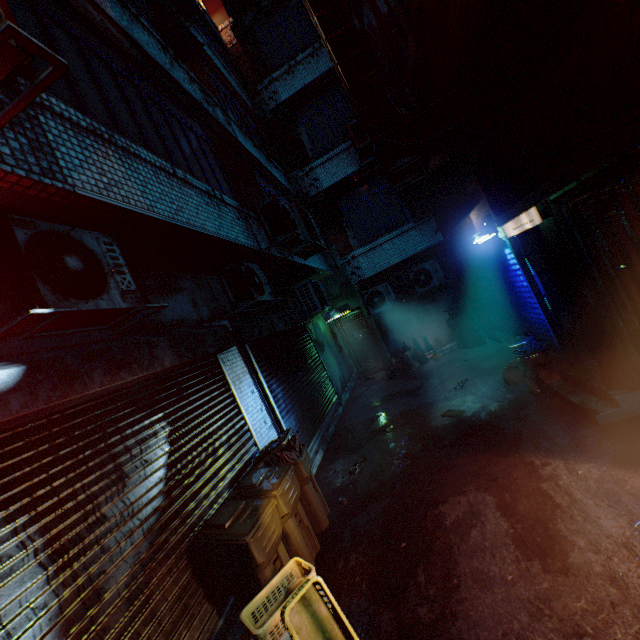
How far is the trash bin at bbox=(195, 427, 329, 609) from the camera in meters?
2.7

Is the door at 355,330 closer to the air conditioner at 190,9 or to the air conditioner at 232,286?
Result: the air conditioner at 232,286

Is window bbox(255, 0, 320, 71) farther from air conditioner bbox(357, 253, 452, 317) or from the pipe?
air conditioner bbox(357, 253, 452, 317)

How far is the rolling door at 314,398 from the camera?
5.2 meters

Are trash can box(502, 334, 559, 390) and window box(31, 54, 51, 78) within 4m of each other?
no

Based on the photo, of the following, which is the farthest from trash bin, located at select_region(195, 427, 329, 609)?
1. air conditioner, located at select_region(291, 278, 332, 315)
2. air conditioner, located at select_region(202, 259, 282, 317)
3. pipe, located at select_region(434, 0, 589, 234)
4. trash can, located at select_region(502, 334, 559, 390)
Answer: air conditioner, located at select_region(291, 278, 332, 315)

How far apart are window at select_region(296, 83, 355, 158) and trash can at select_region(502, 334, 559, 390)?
7.4m

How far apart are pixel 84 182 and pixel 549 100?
3.2 meters
